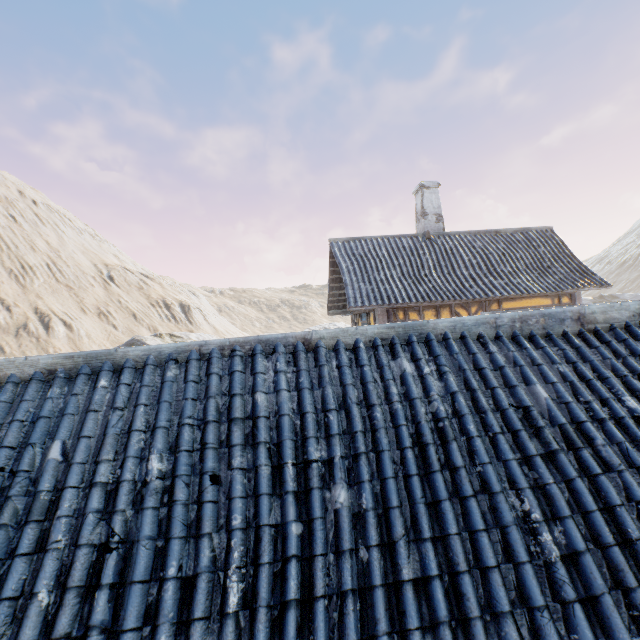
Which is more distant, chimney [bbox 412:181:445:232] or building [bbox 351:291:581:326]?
chimney [bbox 412:181:445:232]

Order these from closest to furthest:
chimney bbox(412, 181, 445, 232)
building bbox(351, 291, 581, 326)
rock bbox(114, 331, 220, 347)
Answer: building bbox(351, 291, 581, 326) < chimney bbox(412, 181, 445, 232) < rock bbox(114, 331, 220, 347)

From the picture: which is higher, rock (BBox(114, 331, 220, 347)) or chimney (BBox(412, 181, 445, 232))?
chimney (BBox(412, 181, 445, 232))

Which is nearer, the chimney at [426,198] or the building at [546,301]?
the building at [546,301]

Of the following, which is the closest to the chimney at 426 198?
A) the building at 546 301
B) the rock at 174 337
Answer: the building at 546 301

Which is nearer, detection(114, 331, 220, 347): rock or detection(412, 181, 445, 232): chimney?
detection(412, 181, 445, 232): chimney

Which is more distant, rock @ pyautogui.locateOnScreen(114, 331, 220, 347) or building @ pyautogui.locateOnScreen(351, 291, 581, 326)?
rock @ pyautogui.locateOnScreen(114, 331, 220, 347)

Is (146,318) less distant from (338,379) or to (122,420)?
(122,420)
